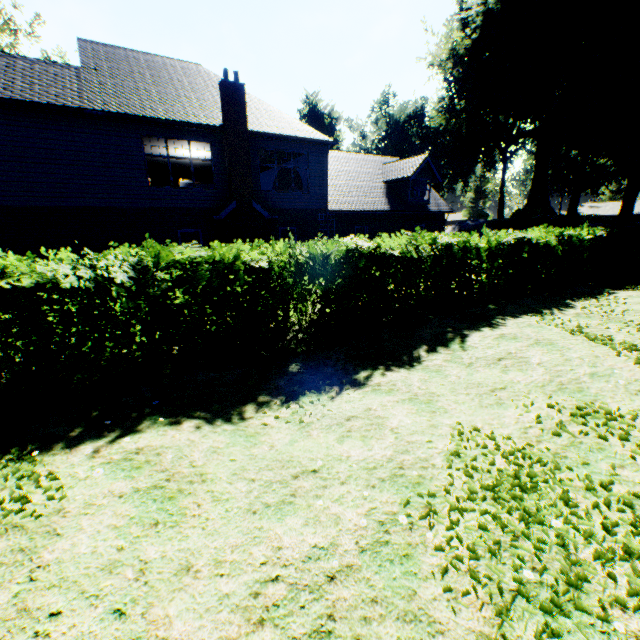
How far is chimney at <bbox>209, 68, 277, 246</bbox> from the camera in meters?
14.0

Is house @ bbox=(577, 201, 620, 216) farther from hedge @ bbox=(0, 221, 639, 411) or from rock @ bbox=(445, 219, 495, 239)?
hedge @ bbox=(0, 221, 639, 411)

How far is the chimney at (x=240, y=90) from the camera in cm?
1403

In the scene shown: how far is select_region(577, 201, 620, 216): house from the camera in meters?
53.5

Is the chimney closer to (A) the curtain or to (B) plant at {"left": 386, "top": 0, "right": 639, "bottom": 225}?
(A) the curtain

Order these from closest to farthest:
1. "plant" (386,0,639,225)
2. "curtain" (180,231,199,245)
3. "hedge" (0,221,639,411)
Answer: "hedge" (0,221,639,411) → "curtain" (180,231,199,245) → "plant" (386,0,639,225)

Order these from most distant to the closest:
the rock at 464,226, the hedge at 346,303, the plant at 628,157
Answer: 1. the rock at 464,226
2. the plant at 628,157
3. the hedge at 346,303

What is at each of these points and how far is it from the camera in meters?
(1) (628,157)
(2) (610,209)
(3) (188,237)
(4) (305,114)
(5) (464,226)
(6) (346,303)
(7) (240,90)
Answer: (1) plant, 49.8
(2) house, 54.6
(3) curtain, 15.2
(4) plant, 51.3
(5) rock, 34.7
(6) hedge, 8.1
(7) chimney, 14.1
